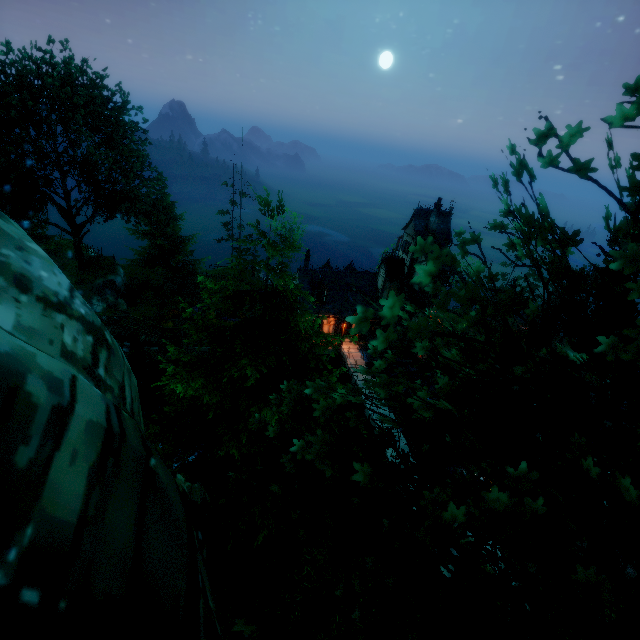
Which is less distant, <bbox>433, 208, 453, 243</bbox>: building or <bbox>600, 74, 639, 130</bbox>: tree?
<bbox>600, 74, 639, 130</bbox>: tree

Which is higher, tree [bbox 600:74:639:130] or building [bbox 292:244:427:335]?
tree [bbox 600:74:639:130]

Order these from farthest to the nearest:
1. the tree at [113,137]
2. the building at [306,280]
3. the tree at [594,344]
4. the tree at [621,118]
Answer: the building at [306,280]
the tree at [113,137]
the tree at [621,118]
the tree at [594,344]

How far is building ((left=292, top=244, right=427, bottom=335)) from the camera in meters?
32.3 m

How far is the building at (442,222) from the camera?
31.7m

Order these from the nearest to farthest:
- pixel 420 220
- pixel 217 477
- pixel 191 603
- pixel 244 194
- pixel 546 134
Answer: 1. pixel 191 603
2. pixel 546 134
3. pixel 217 477
4. pixel 420 220
5. pixel 244 194

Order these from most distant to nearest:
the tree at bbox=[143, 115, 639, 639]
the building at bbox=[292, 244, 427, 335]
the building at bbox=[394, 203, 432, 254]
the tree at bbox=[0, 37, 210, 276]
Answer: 1. the building at bbox=[292, 244, 427, 335]
2. the building at bbox=[394, 203, 432, 254]
3. the tree at bbox=[0, 37, 210, 276]
4. the tree at bbox=[143, 115, 639, 639]
